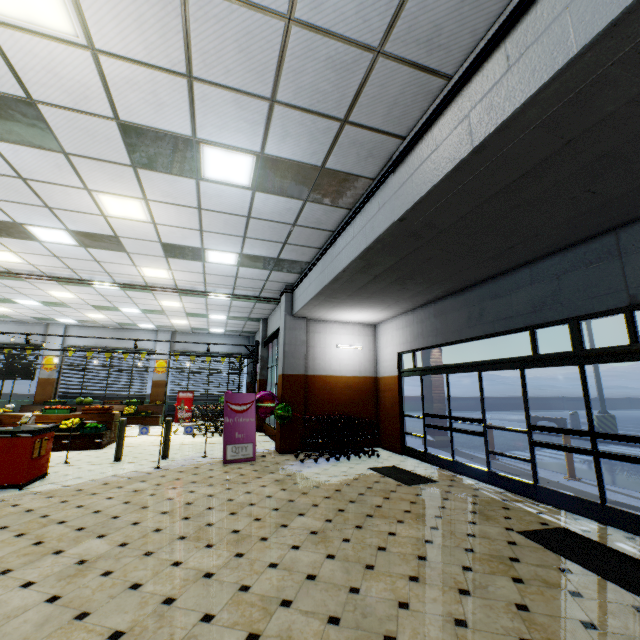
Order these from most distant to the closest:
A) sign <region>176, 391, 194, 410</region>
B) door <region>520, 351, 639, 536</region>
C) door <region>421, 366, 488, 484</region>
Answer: sign <region>176, 391, 194, 410</region> < door <region>421, 366, 488, 484</region> < door <region>520, 351, 639, 536</region>

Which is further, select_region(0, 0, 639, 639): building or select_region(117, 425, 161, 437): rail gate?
select_region(117, 425, 161, 437): rail gate

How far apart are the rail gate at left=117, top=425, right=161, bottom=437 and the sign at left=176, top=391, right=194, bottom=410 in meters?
9.4

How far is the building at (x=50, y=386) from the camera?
15.77m

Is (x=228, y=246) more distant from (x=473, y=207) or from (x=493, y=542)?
(x=493, y=542)

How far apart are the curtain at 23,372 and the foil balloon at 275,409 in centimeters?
1388cm

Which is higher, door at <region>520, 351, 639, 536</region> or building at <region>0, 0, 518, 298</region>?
building at <region>0, 0, 518, 298</region>

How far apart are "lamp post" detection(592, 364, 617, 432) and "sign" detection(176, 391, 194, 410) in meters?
19.2
